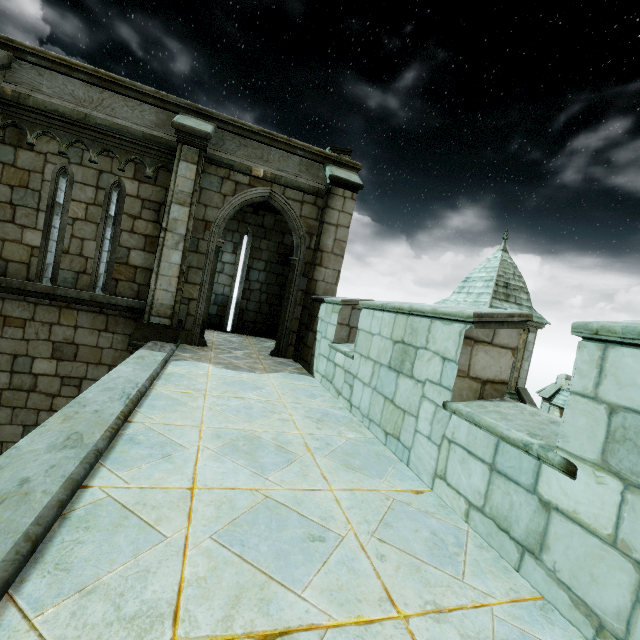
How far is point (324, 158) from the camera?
7.99m
